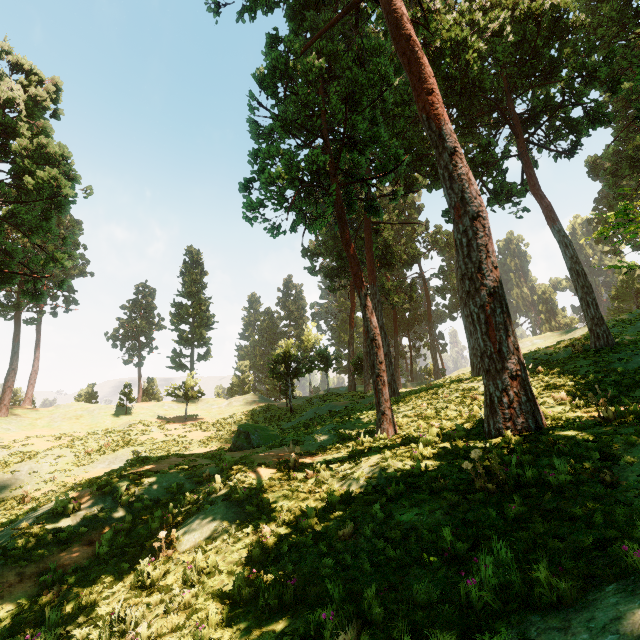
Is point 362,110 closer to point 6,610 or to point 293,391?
point 6,610

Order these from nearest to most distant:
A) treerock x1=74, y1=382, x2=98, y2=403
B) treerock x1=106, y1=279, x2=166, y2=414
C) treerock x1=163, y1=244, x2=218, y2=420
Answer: treerock x1=163, y1=244, x2=218, y2=420, treerock x1=74, y1=382, x2=98, y2=403, treerock x1=106, y1=279, x2=166, y2=414

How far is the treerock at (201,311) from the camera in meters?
36.8

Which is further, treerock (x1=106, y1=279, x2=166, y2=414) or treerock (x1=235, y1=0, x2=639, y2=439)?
treerock (x1=106, y1=279, x2=166, y2=414)

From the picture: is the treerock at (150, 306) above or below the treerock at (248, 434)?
above

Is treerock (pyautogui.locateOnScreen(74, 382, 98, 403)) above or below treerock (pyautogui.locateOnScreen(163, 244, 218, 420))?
below
